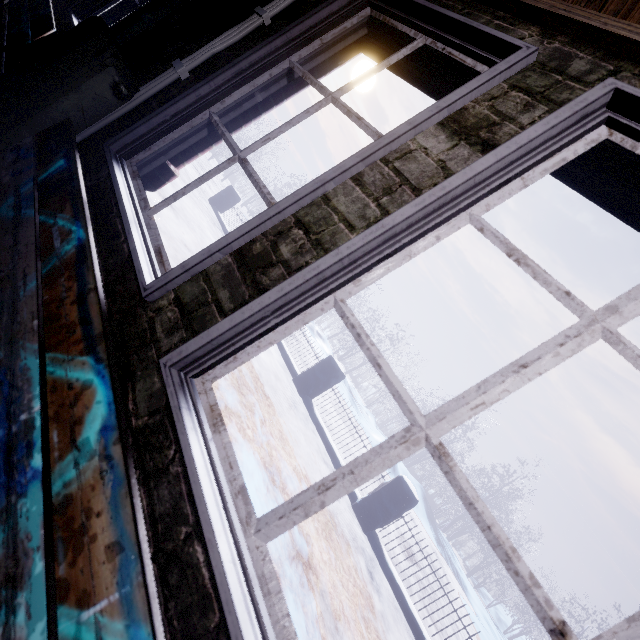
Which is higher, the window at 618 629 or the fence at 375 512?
the window at 618 629

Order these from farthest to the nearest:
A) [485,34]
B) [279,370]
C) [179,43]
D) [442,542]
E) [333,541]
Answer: [442,542]
[279,370]
[333,541]
[179,43]
[485,34]

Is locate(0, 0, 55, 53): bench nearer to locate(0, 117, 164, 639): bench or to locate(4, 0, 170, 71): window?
locate(4, 0, 170, 71): window

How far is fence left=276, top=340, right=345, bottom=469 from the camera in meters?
5.5

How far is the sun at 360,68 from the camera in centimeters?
5256cm

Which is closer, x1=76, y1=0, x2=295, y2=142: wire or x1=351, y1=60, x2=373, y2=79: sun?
x1=76, y1=0, x2=295, y2=142: wire

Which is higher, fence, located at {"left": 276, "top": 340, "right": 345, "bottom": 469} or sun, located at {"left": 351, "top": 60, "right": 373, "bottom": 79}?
sun, located at {"left": 351, "top": 60, "right": 373, "bottom": 79}

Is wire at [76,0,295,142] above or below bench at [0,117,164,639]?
above
